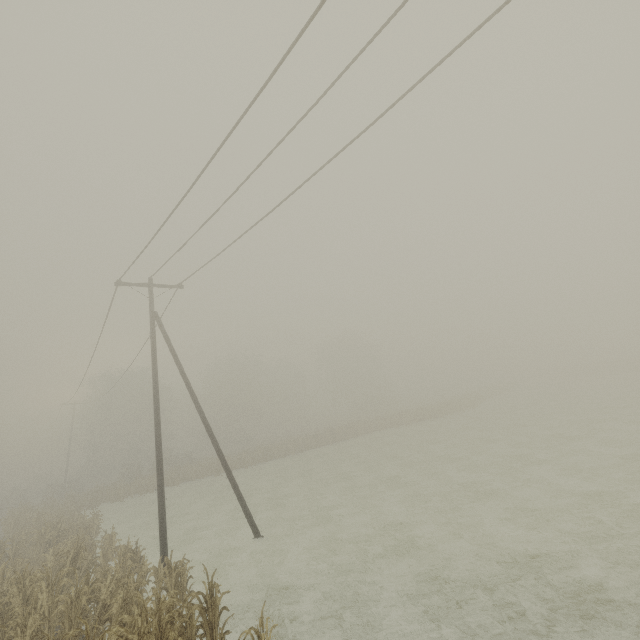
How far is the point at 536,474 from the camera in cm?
1591
